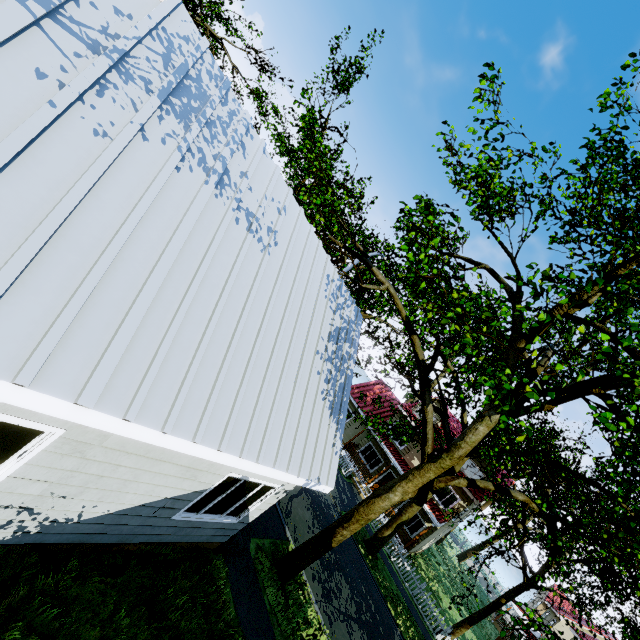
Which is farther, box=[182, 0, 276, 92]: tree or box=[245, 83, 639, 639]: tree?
box=[182, 0, 276, 92]: tree

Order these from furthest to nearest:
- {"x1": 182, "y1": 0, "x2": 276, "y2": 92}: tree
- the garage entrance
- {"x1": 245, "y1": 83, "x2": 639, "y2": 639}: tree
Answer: {"x1": 182, "y1": 0, "x2": 276, "y2": 92}: tree, the garage entrance, {"x1": 245, "y1": 83, "x2": 639, "y2": 639}: tree

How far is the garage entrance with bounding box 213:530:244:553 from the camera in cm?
790

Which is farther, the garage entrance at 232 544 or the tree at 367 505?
the garage entrance at 232 544

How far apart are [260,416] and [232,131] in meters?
4.5 m

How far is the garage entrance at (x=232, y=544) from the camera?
7.90m

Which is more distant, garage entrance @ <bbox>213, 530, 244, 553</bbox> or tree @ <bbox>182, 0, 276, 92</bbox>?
tree @ <bbox>182, 0, 276, 92</bbox>
